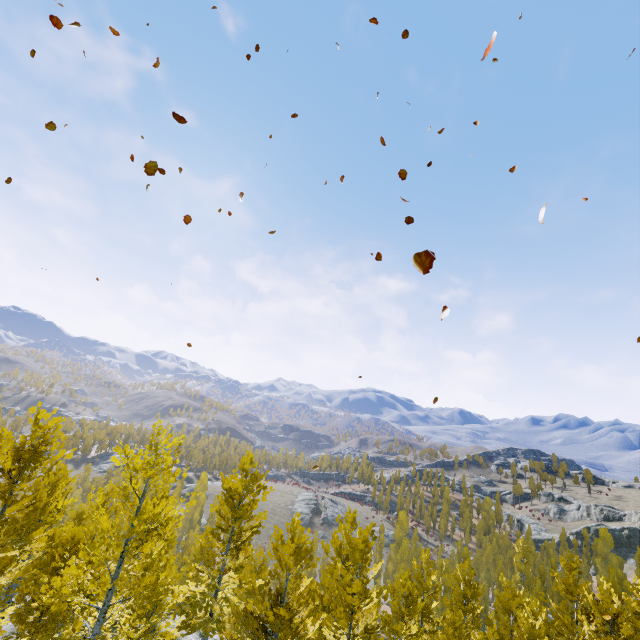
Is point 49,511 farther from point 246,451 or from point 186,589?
point 246,451
